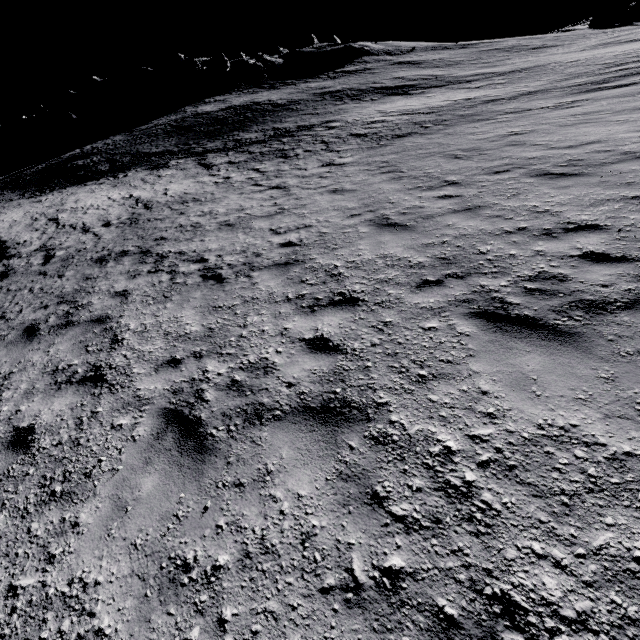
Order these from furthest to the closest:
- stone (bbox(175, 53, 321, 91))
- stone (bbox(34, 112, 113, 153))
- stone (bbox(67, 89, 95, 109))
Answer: stone (bbox(67, 89, 95, 109)) < stone (bbox(175, 53, 321, 91)) < stone (bbox(34, 112, 113, 153))

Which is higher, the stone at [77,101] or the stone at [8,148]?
the stone at [77,101]

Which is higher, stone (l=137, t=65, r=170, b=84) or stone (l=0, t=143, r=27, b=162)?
stone (l=137, t=65, r=170, b=84)

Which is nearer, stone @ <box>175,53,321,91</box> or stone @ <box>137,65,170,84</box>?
stone @ <box>175,53,321,91</box>

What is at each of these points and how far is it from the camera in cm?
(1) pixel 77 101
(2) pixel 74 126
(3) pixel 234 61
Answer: (1) stone, 5809
(2) stone, 4875
(3) stone, 5897

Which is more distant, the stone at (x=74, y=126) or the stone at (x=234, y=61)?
the stone at (x=234, y=61)

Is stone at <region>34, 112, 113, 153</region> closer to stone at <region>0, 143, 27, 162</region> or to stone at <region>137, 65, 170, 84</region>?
stone at <region>0, 143, 27, 162</region>

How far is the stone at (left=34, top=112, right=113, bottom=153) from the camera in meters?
47.3 m
